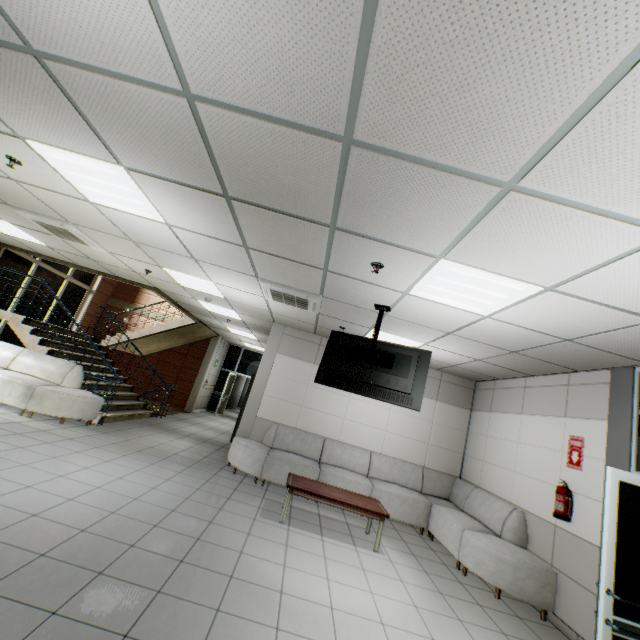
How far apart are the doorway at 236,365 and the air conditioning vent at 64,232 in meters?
9.2

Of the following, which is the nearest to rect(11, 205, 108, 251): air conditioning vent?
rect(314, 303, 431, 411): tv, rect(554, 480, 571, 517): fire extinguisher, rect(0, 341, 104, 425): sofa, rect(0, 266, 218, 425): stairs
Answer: rect(0, 266, 218, 425): stairs

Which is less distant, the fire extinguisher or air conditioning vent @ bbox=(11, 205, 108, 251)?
the fire extinguisher

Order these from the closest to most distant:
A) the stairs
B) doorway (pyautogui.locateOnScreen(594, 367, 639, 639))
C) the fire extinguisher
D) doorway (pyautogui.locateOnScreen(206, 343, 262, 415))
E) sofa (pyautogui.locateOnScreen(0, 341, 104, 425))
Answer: doorway (pyautogui.locateOnScreen(594, 367, 639, 639)) → the fire extinguisher → sofa (pyautogui.locateOnScreen(0, 341, 104, 425)) → the stairs → doorway (pyautogui.locateOnScreen(206, 343, 262, 415))

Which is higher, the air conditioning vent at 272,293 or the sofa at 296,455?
the air conditioning vent at 272,293

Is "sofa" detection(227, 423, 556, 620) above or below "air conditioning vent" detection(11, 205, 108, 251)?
below

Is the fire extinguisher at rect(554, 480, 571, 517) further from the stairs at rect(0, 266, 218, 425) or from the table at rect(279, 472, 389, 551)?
the stairs at rect(0, 266, 218, 425)

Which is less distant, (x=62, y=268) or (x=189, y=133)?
(x=189, y=133)
